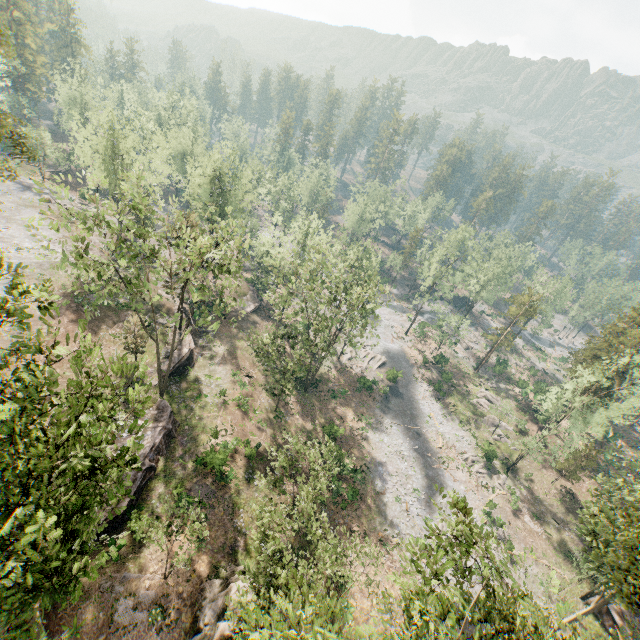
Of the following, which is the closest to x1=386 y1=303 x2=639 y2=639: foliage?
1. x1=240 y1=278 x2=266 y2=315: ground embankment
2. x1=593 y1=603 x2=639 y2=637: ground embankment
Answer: x1=593 y1=603 x2=639 y2=637: ground embankment

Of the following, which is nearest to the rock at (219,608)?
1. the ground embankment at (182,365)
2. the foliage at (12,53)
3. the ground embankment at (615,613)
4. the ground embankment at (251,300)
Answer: the foliage at (12,53)

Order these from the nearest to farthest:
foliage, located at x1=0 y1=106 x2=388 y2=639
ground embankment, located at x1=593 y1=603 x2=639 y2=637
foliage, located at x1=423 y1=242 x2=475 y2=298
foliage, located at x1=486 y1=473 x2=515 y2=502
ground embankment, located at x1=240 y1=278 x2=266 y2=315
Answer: foliage, located at x1=0 y1=106 x2=388 y2=639 < ground embankment, located at x1=593 y1=603 x2=639 y2=637 < foliage, located at x1=486 y1=473 x2=515 y2=502 < ground embankment, located at x1=240 y1=278 x2=266 y2=315 < foliage, located at x1=423 y1=242 x2=475 y2=298

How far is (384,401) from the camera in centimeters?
4831cm

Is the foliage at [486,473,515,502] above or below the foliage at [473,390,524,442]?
below

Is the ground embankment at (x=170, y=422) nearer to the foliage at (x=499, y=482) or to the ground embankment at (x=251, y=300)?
the foliage at (x=499, y=482)

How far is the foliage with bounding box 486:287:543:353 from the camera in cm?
5372
